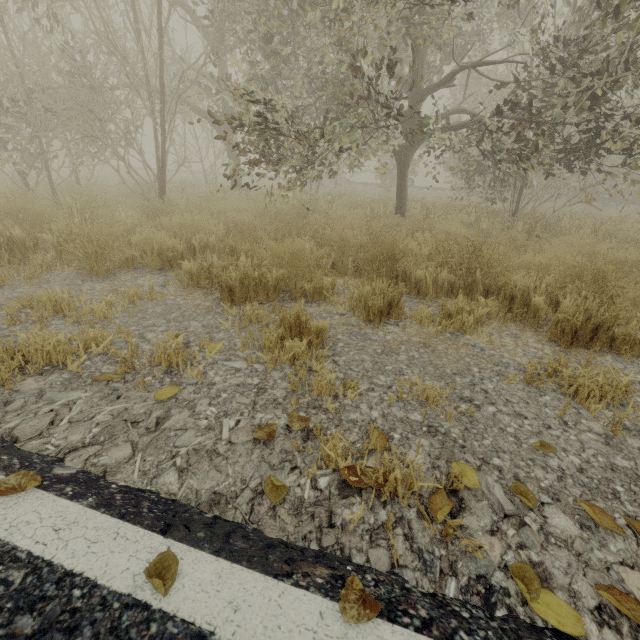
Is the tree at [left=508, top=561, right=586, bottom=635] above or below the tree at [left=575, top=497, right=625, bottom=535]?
above

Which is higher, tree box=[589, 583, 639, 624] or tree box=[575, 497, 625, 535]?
tree box=[589, 583, 639, 624]

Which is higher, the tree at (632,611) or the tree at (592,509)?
the tree at (632,611)

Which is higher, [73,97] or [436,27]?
[436,27]

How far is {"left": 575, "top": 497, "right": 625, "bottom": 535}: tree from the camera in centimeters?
122cm

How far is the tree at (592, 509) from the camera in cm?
122
